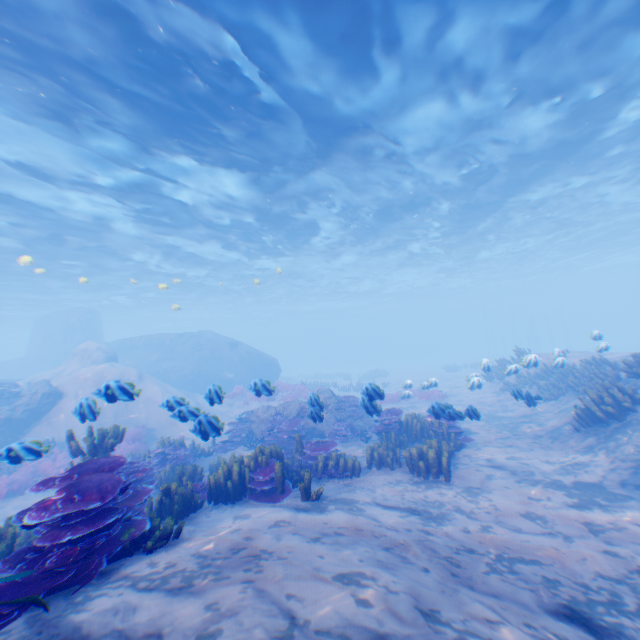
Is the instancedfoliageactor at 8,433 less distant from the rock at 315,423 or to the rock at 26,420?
the rock at 26,420

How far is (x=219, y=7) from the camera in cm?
845

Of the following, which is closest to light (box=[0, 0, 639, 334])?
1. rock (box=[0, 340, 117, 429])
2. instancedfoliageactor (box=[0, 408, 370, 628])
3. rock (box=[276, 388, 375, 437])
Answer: rock (box=[0, 340, 117, 429])

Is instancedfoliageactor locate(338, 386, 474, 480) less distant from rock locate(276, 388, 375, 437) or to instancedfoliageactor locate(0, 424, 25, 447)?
rock locate(276, 388, 375, 437)

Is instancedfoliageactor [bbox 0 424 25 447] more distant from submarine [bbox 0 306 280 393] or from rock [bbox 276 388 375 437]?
rock [bbox 276 388 375 437]

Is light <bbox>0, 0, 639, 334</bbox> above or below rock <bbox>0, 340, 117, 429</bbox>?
above

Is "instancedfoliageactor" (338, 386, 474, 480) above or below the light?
below

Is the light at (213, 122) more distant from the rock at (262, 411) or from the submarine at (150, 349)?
the rock at (262, 411)
